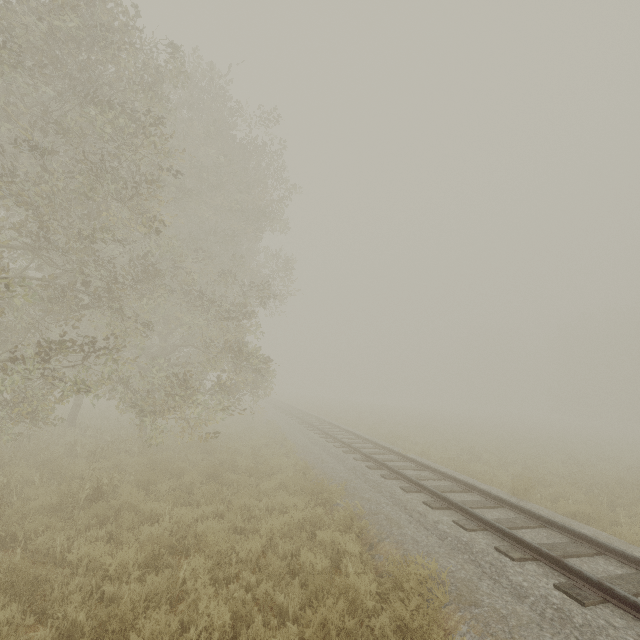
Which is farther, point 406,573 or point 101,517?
point 101,517
